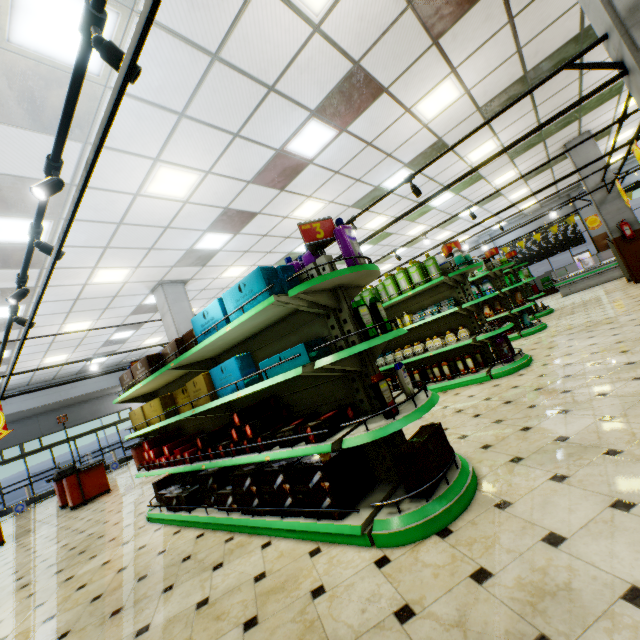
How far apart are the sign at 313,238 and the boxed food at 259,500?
1.74m

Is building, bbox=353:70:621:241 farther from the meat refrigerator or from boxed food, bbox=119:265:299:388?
boxed food, bbox=119:265:299:388

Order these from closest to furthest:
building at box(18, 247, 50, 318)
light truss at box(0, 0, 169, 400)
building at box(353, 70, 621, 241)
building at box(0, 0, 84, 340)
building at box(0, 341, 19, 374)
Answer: light truss at box(0, 0, 169, 400), building at box(0, 0, 84, 340), building at box(18, 247, 50, 318), building at box(353, 70, 621, 241), building at box(0, 341, 19, 374)

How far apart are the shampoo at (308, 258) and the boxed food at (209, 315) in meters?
0.3

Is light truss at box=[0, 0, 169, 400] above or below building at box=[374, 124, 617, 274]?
below

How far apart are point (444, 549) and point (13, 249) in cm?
747

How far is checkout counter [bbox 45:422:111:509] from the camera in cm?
872

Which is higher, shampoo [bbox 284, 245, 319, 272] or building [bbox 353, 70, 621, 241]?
building [bbox 353, 70, 621, 241]
